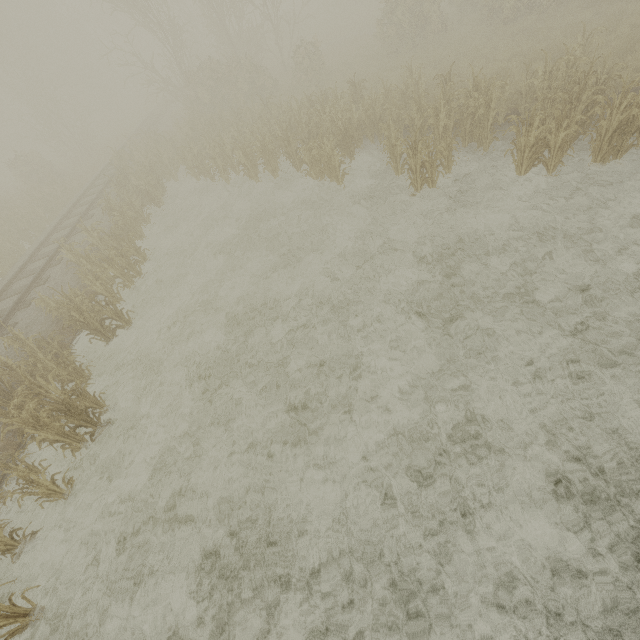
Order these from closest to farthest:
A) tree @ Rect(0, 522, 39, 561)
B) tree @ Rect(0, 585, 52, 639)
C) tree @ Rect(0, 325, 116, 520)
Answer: tree @ Rect(0, 585, 52, 639)
tree @ Rect(0, 522, 39, 561)
tree @ Rect(0, 325, 116, 520)

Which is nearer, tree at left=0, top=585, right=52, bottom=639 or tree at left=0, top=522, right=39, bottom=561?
tree at left=0, top=585, right=52, bottom=639

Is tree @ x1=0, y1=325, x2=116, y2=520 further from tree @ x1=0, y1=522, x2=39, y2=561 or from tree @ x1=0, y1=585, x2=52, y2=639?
tree @ x1=0, y1=585, x2=52, y2=639

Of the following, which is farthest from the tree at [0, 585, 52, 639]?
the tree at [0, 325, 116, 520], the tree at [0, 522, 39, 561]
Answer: the tree at [0, 325, 116, 520]

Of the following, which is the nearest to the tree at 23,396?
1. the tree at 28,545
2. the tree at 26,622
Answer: the tree at 28,545

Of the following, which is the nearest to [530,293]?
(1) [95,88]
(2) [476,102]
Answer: (2) [476,102]
